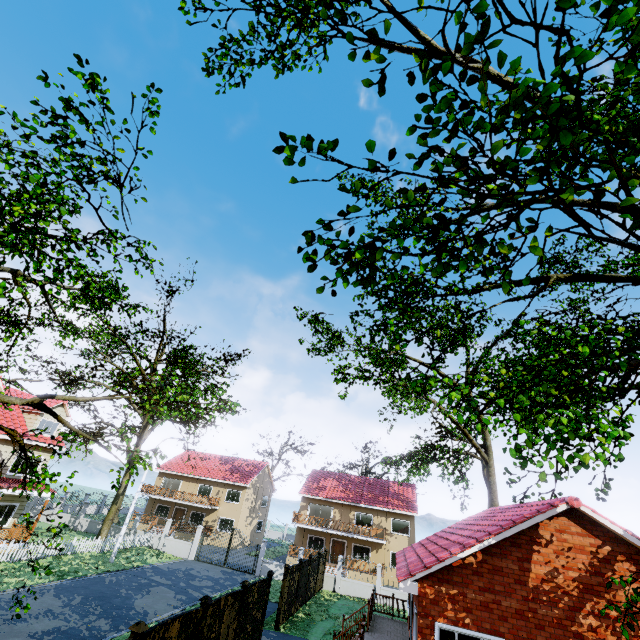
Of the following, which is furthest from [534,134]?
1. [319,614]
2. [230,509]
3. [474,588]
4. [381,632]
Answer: [230,509]

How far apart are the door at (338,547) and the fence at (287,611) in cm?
1865

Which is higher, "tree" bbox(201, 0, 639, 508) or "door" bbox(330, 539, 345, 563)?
"tree" bbox(201, 0, 639, 508)

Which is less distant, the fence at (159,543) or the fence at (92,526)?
the fence at (159,543)

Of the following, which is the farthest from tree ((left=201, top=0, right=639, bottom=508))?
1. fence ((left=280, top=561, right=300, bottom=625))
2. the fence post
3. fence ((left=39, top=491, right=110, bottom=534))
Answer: fence ((left=280, top=561, right=300, bottom=625))

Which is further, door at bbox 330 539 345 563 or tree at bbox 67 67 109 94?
door at bbox 330 539 345 563

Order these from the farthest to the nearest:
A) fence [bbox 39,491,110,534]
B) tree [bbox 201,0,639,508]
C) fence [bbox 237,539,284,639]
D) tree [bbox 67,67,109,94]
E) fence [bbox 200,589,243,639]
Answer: fence [bbox 39,491,110,534]
fence [bbox 237,539,284,639]
fence [bbox 200,589,243,639]
tree [bbox 67,67,109,94]
tree [bbox 201,0,639,508]

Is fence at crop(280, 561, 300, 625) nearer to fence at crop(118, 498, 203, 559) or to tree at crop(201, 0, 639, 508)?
fence at crop(118, 498, 203, 559)
